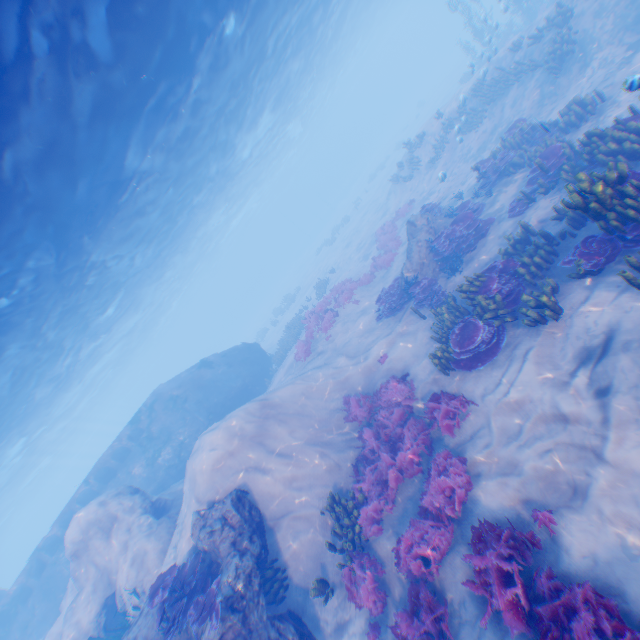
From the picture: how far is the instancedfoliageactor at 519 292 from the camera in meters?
8.4

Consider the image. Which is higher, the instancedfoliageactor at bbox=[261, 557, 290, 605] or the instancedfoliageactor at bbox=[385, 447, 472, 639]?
the instancedfoliageactor at bbox=[261, 557, 290, 605]

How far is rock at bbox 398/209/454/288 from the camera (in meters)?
13.13

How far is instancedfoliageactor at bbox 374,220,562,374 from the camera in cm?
838

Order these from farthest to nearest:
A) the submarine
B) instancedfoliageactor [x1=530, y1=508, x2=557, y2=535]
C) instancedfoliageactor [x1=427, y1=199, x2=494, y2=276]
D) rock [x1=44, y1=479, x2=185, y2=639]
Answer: the submarine → instancedfoliageactor [x1=427, y1=199, x2=494, y2=276] → rock [x1=44, y1=479, x2=185, y2=639] → instancedfoliageactor [x1=530, y1=508, x2=557, y2=535]

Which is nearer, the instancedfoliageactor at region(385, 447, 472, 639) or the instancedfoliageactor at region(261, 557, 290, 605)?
the instancedfoliageactor at region(385, 447, 472, 639)

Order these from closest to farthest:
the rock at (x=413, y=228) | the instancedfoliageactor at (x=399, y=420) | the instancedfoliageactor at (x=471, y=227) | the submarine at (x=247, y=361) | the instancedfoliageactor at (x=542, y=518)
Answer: the instancedfoliageactor at (x=542, y=518) < the instancedfoliageactor at (x=399, y=420) < the instancedfoliageactor at (x=471, y=227) < the rock at (x=413, y=228) < the submarine at (x=247, y=361)

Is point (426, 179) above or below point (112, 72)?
below
